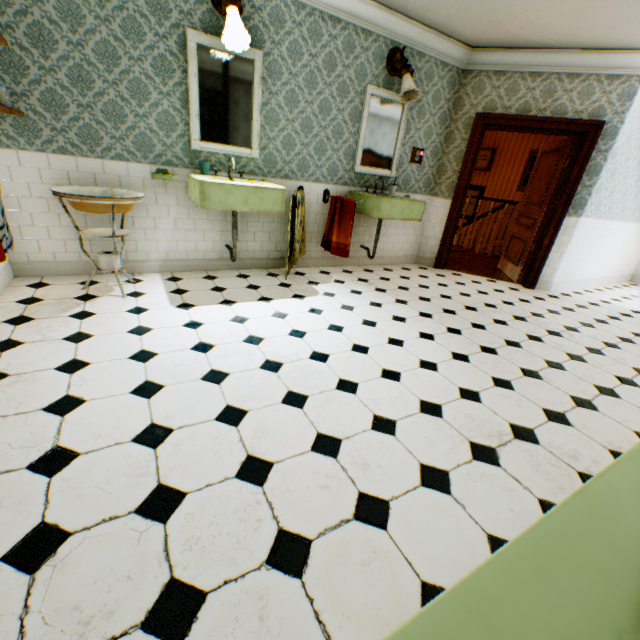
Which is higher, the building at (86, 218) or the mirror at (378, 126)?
the mirror at (378, 126)

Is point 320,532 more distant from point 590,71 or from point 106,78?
point 590,71

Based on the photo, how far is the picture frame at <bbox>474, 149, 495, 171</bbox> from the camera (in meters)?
9.18

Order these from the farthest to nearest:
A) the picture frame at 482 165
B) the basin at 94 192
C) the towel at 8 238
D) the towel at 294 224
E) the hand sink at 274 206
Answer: the picture frame at 482 165
the towel at 294 224
the hand sink at 274 206
the basin at 94 192
the towel at 8 238

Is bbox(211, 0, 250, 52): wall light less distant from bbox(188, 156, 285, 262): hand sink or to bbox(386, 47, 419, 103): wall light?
bbox(188, 156, 285, 262): hand sink

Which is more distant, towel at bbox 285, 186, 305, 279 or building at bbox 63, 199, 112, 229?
towel at bbox 285, 186, 305, 279

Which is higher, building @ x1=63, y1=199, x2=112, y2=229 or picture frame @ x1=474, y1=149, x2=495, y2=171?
picture frame @ x1=474, y1=149, x2=495, y2=171

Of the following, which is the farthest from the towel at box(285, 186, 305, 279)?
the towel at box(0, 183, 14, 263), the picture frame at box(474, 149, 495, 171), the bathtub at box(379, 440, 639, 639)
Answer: the picture frame at box(474, 149, 495, 171)
